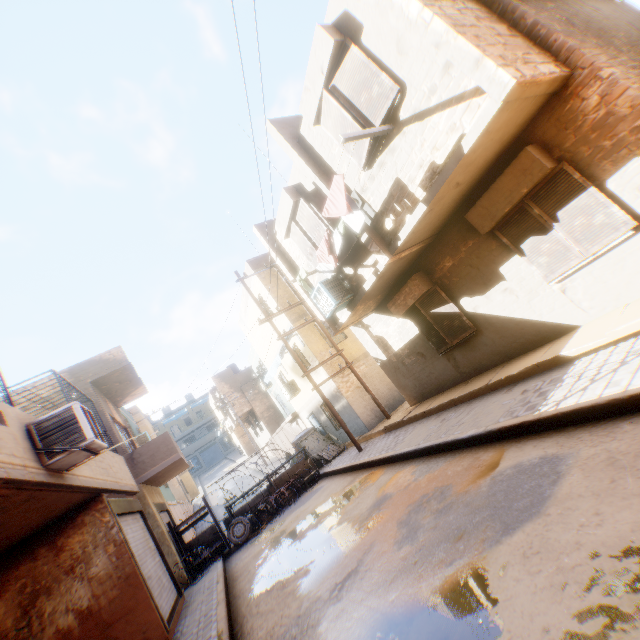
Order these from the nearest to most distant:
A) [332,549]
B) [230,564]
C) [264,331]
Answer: [332,549]
[230,564]
[264,331]

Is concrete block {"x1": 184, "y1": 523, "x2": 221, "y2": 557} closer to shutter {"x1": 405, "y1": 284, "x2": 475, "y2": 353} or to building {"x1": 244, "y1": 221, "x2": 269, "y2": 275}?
building {"x1": 244, "y1": 221, "x2": 269, "y2": 275}

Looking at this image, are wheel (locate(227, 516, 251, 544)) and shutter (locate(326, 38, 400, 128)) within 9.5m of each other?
no

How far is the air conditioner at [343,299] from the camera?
8.8 meters

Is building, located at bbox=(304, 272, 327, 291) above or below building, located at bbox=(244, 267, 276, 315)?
below

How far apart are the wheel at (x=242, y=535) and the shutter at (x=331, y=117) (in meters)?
13.40

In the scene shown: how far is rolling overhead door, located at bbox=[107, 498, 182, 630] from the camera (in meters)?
7.55

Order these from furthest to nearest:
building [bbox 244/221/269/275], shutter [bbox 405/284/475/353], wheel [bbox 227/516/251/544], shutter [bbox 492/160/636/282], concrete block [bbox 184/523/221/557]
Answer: concrete block [bbox 184/523/221/557], wheel [bbox 227/516/251/544], building [bbox 244/221/269/275], shutter [bbox 405/284/475/353], shutter [bbox 492/160/636/282]
